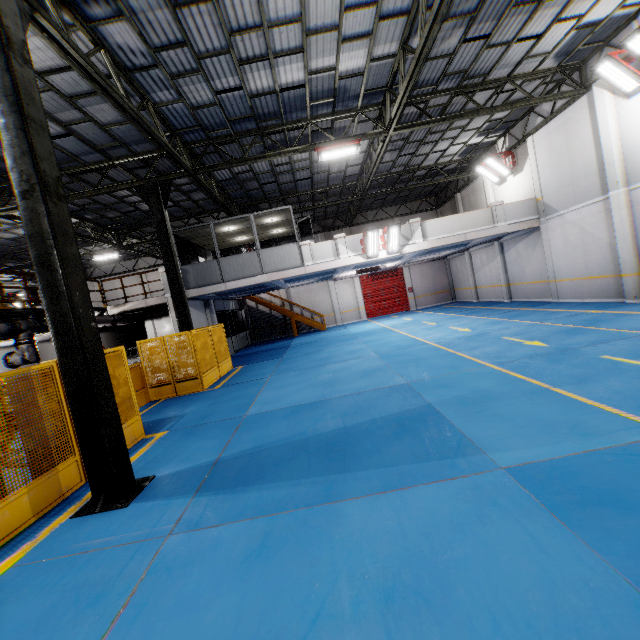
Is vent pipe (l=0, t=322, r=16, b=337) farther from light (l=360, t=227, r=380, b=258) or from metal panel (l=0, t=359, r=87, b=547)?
light (l=360, t=227, r=380, b=258)

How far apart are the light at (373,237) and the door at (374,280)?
11.8 meters

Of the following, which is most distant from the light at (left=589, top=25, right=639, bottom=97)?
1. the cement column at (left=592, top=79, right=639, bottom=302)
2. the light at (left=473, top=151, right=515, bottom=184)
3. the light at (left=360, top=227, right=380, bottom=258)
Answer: the light at (left=360, top=227, right=380, bottom=258)

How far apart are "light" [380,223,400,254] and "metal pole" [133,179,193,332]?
9.0 meters

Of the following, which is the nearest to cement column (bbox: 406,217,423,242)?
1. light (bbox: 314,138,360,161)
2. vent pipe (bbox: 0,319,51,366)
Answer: light (bbox: 314,138,360,161)

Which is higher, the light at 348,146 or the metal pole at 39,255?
the light at 348,146

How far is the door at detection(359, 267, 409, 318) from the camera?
27.6m

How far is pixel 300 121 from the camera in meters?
12.0 m
